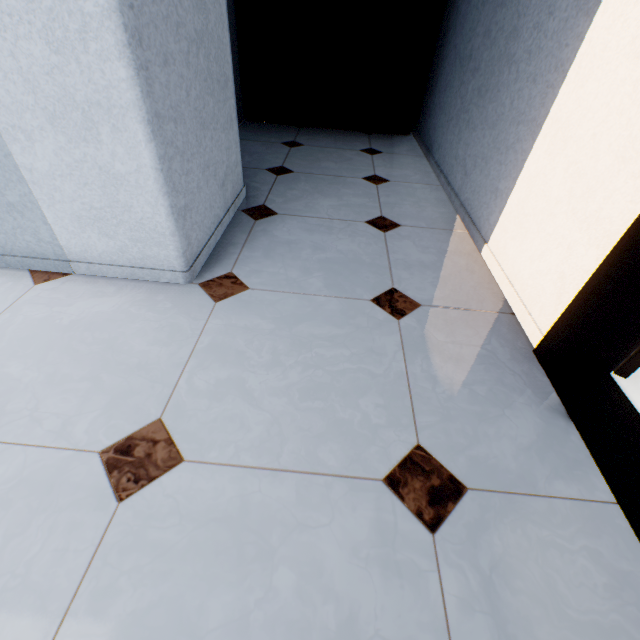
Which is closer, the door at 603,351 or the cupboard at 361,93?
the door at 603,351

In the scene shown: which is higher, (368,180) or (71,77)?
(71,77)

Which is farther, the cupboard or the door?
the cupboard
